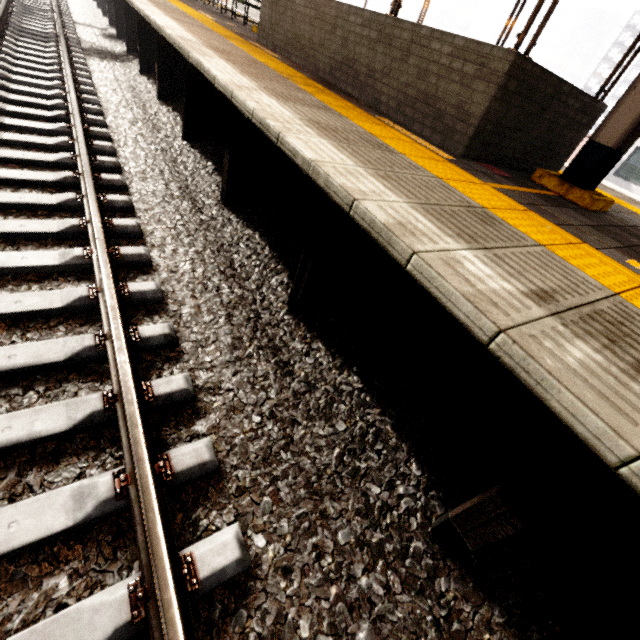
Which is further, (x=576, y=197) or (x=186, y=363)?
(x=576, y=197)

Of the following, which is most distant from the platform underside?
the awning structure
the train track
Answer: the awning structure

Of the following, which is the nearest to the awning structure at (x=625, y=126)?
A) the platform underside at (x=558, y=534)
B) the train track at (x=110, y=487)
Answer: the platform underside at (x=558, y=534)

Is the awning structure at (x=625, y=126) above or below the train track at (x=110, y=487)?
above

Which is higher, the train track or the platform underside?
the platform underside

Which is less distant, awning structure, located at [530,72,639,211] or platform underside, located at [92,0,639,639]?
platform underside, located at [92,0,639,639]

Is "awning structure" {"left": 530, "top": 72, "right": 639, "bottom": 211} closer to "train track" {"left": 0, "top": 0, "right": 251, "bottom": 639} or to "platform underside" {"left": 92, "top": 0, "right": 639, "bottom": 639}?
"platform underside" {"left": 92, "top": 0, "right": 639, "bottom": 639}
